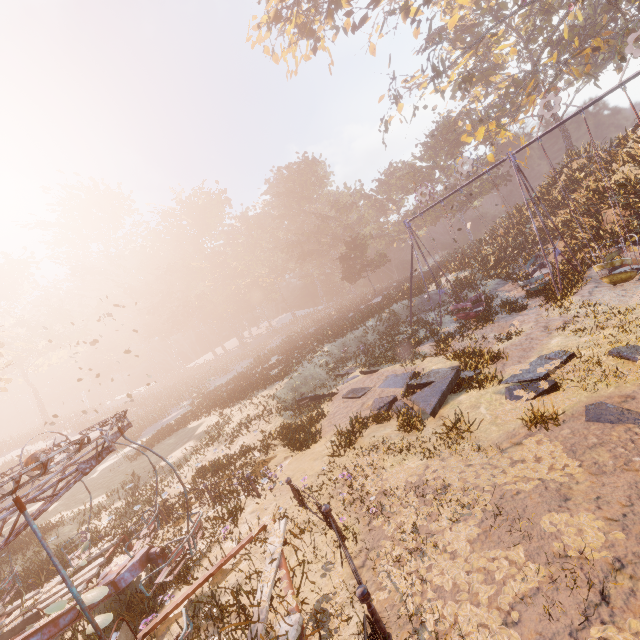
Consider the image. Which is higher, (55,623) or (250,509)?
A: (55,623)

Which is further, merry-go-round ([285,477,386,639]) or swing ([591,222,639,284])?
swing ([591,222,639,284])

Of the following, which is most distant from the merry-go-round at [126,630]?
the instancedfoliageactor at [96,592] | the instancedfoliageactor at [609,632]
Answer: the instancedfoliageactor at [609,632]

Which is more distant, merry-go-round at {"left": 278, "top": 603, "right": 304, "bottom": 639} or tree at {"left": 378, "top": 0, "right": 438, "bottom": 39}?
tree at {"left": 378, "top": 0, "right": 438, "bottom": 39}

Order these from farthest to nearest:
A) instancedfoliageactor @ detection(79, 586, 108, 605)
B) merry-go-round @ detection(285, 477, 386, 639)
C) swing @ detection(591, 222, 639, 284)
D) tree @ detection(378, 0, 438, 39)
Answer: tree @ detection(378, 0, 438, 39), swing @ detection(591, 222, 639, 284), instancedfoliageactor @ detection(79, 586, 108, 605), merry-go-round @ detection(285, 477, 386, 639)

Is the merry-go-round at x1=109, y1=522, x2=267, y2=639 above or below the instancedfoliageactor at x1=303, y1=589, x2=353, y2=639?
above

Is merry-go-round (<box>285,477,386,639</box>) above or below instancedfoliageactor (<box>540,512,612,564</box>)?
above

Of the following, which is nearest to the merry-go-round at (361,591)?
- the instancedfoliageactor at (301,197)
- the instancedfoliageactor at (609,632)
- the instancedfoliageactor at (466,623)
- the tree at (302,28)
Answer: the instancedfoliageactor at (466,623)
